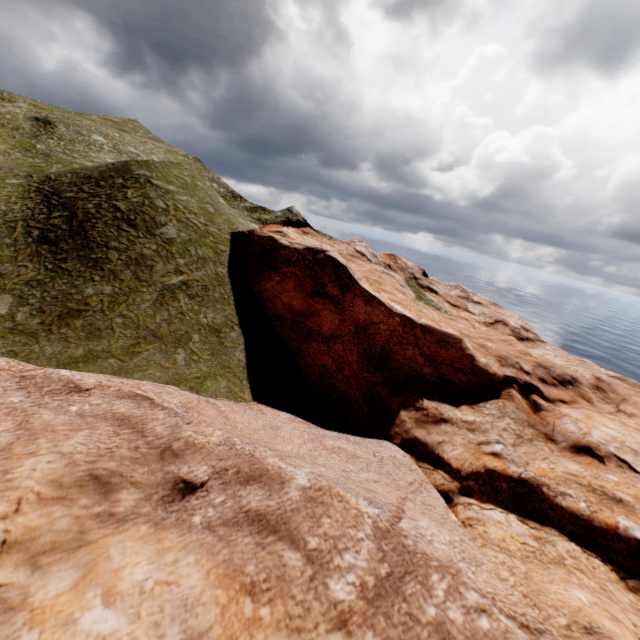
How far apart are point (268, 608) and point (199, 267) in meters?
21.0 m
